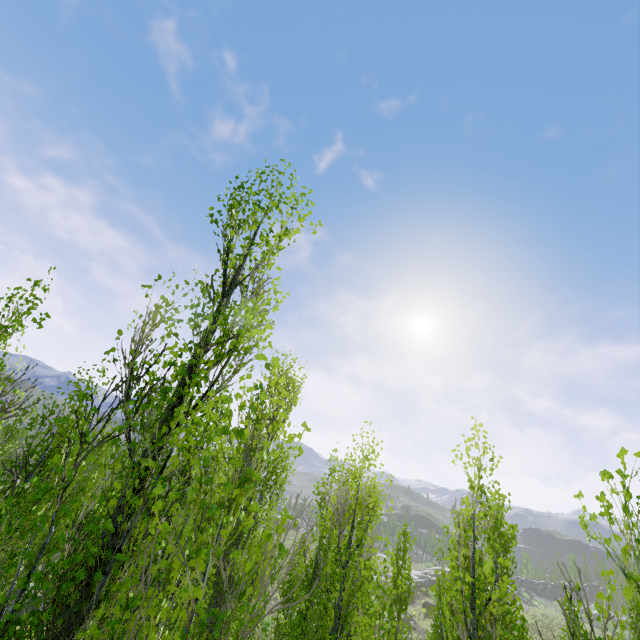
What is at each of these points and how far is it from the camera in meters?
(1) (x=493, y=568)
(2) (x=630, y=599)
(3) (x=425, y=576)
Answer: (1) instancedfoliageactor, 4.9 m
(2) instancedfoliageactor, 12.6 m
(3) rock, 51.5 m

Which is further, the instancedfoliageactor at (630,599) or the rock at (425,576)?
the rock at (425,576)

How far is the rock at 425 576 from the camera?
49.8m

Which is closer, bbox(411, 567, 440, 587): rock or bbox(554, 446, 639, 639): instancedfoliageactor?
bbox(554, 446, 639, 639): instancedfoliageactor

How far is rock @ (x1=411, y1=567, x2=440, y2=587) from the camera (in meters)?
49.81

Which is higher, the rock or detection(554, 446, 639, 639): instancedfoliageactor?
detection(554, 446, 639, 639): instancedfoliageactor
